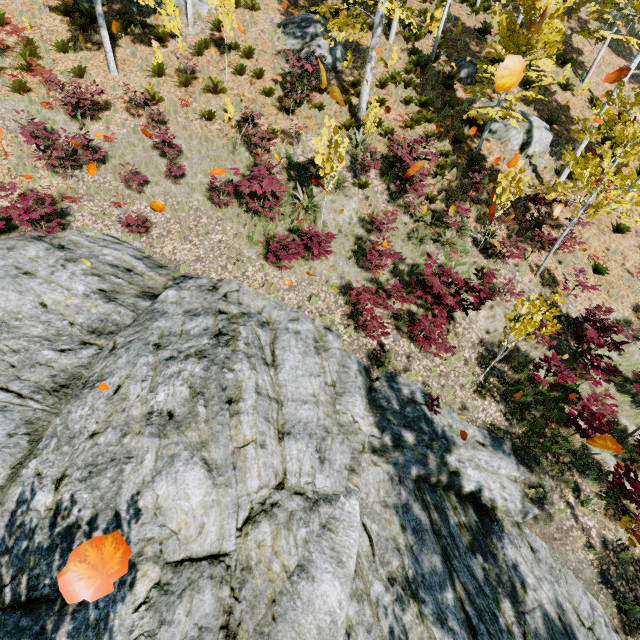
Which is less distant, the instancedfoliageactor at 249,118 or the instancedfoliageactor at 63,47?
the instancedfoliageactor at 249,118

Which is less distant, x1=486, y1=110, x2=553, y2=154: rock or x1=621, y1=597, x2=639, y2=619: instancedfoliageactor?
x1=621, y1=597, x2=639, y2=619: instancedfoliageactor

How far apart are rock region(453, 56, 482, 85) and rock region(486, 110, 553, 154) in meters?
3.0 m

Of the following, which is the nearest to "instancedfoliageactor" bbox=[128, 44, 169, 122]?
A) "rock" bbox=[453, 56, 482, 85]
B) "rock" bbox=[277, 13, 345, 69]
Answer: "rock" bbox=[453, 56, 482, 85]

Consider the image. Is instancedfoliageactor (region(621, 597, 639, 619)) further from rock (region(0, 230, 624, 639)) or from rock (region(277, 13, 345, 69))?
rock (region(277, 13, 345, 69))

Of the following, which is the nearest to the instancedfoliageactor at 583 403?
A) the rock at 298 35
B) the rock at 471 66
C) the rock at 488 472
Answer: the rock at 488 472

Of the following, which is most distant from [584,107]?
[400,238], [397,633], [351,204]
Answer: [397,633]

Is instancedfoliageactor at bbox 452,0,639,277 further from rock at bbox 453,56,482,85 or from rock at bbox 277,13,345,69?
rock at bbox 277,13,345,69
